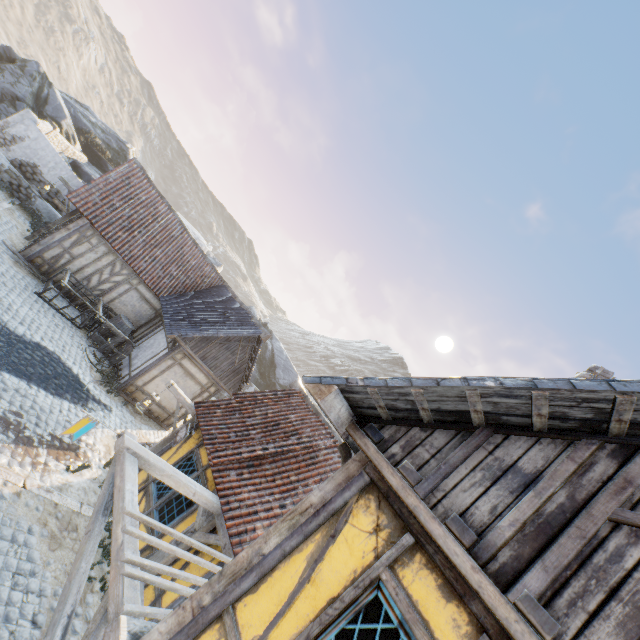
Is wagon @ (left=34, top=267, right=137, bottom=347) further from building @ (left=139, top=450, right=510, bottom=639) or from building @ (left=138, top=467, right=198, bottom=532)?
building @ (left=139, top=450, right=510, bottom=639)

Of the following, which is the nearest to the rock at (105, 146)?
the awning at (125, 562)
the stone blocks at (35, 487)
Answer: the stone blocks at (35, 487)

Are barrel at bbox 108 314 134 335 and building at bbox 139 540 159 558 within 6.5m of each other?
no

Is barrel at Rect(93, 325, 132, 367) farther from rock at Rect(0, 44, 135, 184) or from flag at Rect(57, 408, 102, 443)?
rock at Rect(0, 44, 135, 184)

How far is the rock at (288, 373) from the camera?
30.9m

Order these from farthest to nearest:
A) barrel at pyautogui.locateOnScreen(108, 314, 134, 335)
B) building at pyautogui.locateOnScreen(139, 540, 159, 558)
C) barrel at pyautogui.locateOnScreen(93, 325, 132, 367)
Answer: barrel at pyautogui.locateOnScreen(108, 314, 134, 335) → barrel at pyautogui.locateOnScreen(93, 325, 132, 367) → building at pyautogui.locateOnScreen(139, 540, 159, 558)

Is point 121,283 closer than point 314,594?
No

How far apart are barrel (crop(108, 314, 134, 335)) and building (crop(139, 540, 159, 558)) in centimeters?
718cm
